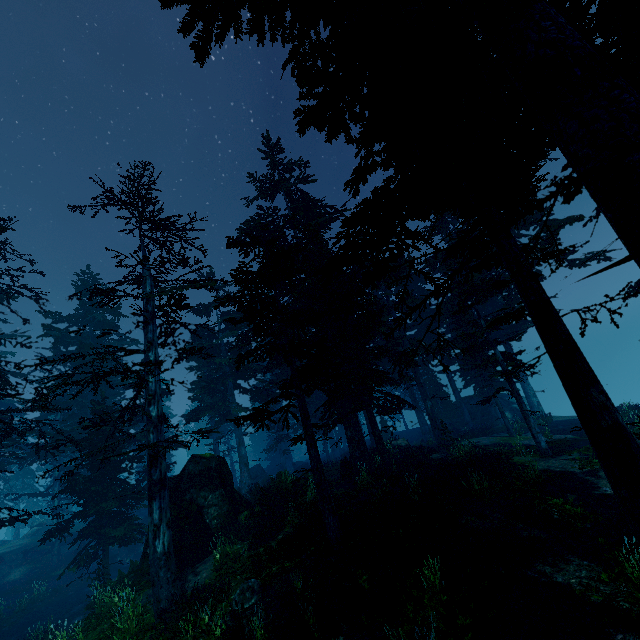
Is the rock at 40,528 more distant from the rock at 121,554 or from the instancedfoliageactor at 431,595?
the rock at 121,554

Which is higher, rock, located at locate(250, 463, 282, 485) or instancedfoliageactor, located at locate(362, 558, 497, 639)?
rock, located at locate(250, 463, 282, 485)

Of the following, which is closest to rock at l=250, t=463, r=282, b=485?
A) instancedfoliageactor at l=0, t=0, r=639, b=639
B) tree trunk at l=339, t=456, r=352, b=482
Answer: instancedfoliageactor at l=0, t=0, r=639, b=639

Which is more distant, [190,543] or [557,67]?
[190,543]

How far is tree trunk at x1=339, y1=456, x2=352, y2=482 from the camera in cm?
1958

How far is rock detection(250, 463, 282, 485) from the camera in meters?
32.5 m

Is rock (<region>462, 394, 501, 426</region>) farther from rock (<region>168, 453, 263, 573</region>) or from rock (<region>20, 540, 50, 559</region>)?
rock (<region>20, 540, 50, 559</region>)

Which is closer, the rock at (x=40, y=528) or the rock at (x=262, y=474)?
the rock at (x=262, y=474)
